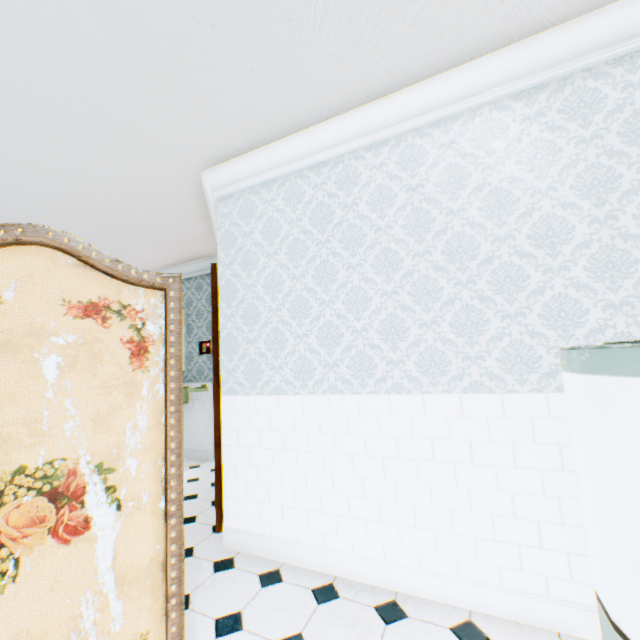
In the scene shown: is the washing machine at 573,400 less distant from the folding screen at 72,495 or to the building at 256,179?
the building at 256,179

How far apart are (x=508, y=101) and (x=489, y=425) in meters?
2.0

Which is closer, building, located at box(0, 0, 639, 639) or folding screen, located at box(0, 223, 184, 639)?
folding screen, located at box(0, 223, 184, 639)

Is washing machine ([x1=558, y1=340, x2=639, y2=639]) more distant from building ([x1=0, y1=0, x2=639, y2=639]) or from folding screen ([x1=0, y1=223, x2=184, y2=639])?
folding screen ([x1=0, y1=223, x2=184, y2=639])

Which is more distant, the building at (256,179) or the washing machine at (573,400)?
the building at (256,179)

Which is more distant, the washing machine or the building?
the building

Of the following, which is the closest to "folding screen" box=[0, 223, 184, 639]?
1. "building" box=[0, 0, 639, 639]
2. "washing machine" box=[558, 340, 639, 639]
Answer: "building" box=[0, 0, 639, 639]
